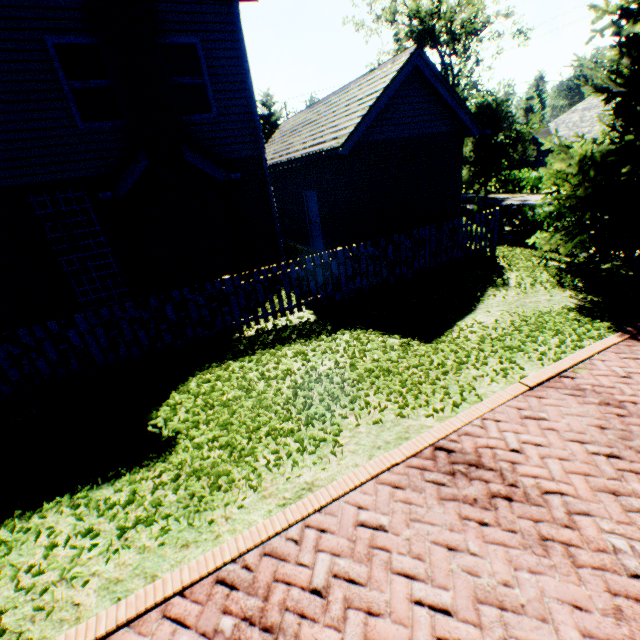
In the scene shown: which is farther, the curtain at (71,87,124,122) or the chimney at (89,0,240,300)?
the curtain at (71,87,124,122)

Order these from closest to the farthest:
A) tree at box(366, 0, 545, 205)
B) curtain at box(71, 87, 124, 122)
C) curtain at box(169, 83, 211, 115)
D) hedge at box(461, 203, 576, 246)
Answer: curtain at box(71, 87, 124, 122) → curtain at box(169, 83, 211, 115) → hedge at box(461, 203, 576, 246) → tree at box(366, 0, 545, 205)

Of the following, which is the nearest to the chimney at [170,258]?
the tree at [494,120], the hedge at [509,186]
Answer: the tree at [494,120]

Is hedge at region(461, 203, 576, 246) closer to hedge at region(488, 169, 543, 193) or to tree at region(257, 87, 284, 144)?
tree at region(257, 87, 284, 144)

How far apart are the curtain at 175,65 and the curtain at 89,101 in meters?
1.0 m

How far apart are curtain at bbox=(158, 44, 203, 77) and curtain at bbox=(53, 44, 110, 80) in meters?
1.0 m

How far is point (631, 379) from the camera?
4.8m

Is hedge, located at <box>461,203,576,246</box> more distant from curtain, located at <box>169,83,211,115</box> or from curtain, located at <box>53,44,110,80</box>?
curtain, located at <box>53,44,110,80</box>
